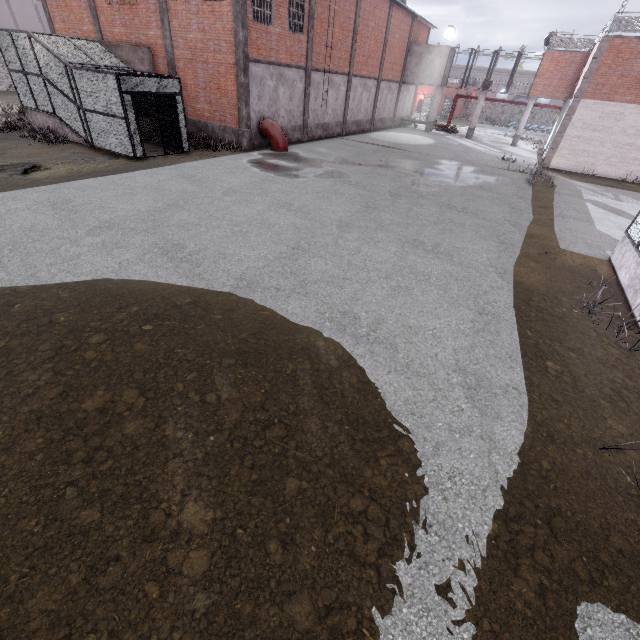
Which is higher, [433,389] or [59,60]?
[59,60]

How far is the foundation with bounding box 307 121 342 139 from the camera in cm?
2264

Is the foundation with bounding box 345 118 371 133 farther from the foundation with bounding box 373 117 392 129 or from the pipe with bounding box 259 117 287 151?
the pipe with bounding box 259 117 287 151

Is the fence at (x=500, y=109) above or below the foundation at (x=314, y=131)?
above

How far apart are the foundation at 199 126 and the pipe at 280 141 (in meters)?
1.13

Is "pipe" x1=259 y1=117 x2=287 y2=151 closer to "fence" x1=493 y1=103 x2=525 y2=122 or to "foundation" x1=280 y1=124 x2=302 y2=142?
"foundation" x1=280 y1=124 x2=302 y2=142

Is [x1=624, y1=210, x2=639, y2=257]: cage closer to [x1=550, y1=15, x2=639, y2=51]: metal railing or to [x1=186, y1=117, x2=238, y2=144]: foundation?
[x1=550, y1=15, x2=639, y2=51]: metal railing

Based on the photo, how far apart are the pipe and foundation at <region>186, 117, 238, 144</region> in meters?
1.1
